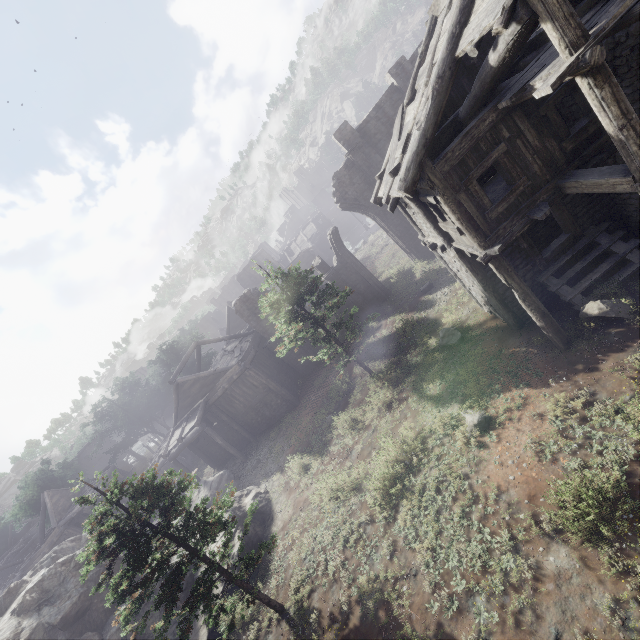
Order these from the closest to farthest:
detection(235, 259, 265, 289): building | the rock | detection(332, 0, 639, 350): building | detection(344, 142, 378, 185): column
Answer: detection(332, 0, 639, 350): building
the rock
detection(344, 142, 378, 185): column
detection(235, 259, 265, 289): building

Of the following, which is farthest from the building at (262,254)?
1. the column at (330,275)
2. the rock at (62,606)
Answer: the column at (330,275)

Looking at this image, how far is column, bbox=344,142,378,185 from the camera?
22.2 meters

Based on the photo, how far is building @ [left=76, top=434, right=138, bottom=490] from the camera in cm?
4027

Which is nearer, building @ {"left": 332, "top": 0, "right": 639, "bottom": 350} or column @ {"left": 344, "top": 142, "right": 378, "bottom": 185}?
building @ {"left": 332, "top": 0, "right": 639, "bottom": 350}

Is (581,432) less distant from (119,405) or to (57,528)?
(57,528)
